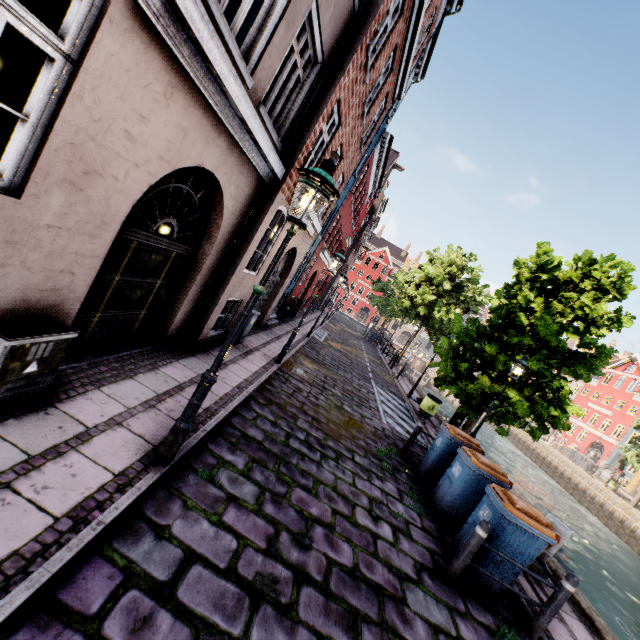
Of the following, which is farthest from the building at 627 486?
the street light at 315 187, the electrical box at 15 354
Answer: the street light at 315 187

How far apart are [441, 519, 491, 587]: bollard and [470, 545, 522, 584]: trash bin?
0.3m

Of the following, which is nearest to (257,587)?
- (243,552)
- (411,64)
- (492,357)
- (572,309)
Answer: (243,552)

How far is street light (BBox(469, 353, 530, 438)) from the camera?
8.9m

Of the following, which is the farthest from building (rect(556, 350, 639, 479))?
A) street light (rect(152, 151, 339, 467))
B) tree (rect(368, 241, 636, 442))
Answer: tree (rect(368, 241, 636, 442))

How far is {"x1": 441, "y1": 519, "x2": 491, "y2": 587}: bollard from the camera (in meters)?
4.58

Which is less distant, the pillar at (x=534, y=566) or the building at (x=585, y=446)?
the pillar at (x=534, y=566)

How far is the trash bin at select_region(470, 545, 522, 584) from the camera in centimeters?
485cm
